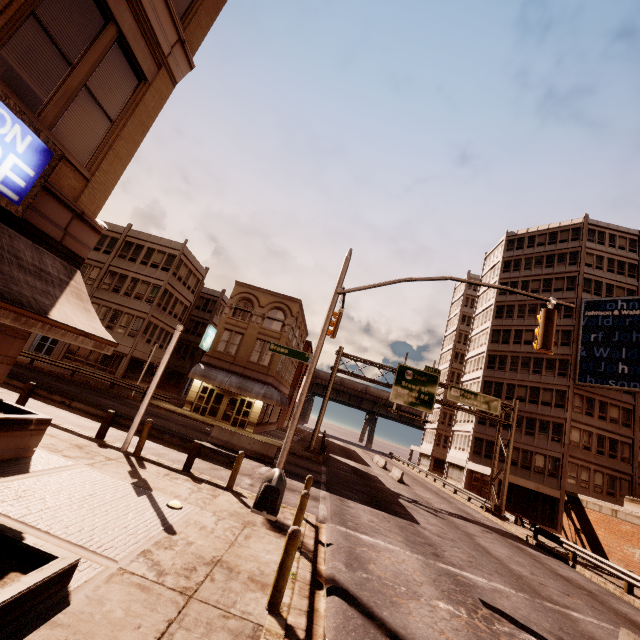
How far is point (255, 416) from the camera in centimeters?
2927cm

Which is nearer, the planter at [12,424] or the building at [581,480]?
the planter at [12,424]

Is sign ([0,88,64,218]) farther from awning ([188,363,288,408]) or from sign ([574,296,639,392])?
sign ([574,296,639,392])

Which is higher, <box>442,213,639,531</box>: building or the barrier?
<box>442,213,639,531</box>: building

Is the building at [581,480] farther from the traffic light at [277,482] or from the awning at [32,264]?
the awning at [32,264]

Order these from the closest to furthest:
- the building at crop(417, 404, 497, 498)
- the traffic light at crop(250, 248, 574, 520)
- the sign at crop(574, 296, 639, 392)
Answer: the traffic light at crop(250, 248, 574, 520)
the sign at crop(574, 296, 639, 392)
the building at crop(417, 404, 497, 498)

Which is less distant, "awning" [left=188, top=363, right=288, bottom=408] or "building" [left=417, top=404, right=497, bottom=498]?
"awning" [left=188, top=363, right=288, bottom=408]

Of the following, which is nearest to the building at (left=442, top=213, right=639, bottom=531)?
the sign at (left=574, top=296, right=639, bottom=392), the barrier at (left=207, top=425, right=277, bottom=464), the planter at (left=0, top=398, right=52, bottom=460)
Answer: the sign at (left=574, top=296, right=639, bottom=392)
